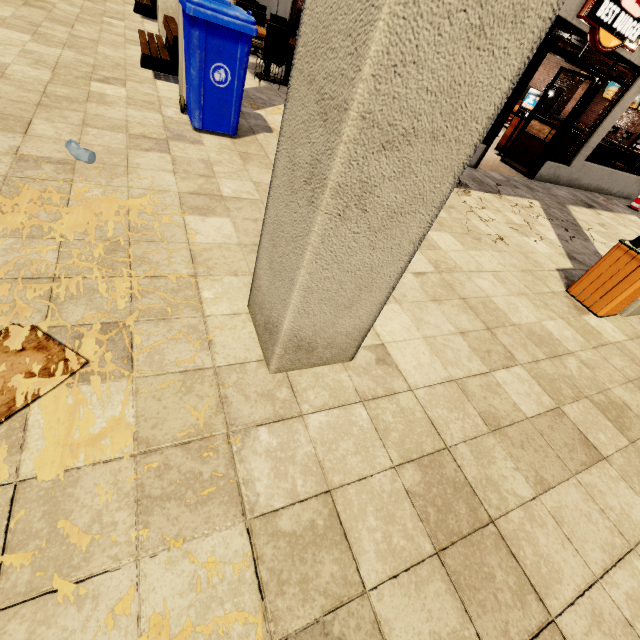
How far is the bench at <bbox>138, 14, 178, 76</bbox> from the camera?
5.0 meters

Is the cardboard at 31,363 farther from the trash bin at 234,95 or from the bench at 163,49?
the bench at 163,49

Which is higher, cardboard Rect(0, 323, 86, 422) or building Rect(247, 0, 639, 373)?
building Rect(247, 0, 639, 373)

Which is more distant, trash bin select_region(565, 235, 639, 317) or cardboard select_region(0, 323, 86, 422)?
trash bin select_region(565, 235, 639, 317)

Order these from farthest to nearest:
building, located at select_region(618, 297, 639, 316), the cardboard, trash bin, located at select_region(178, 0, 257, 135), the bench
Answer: the bench
building, located at select_region(618, 297, 639, 316)
trash bin, located at select_region(178, 0, 257, 135)
the cardboard

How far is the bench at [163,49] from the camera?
5.04m

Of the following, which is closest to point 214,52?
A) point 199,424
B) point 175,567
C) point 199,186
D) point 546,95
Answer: point 199,186

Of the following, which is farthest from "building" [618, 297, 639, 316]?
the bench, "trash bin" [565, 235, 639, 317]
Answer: the bench
